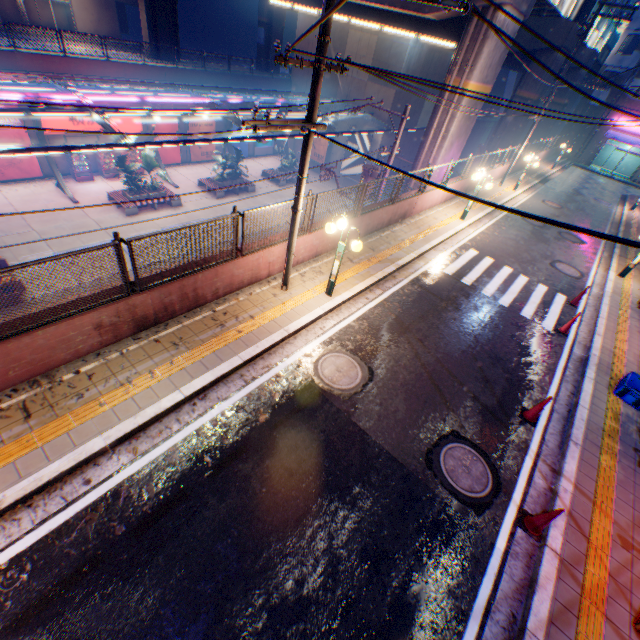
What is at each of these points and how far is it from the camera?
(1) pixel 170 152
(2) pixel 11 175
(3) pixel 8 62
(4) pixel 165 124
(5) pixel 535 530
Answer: (1) billboard, 27.70m
(2) billboard, 21.05m
(3) concrete block, 18.39m
(4) billboard, 26.17m
(5) road cone, 5.64m

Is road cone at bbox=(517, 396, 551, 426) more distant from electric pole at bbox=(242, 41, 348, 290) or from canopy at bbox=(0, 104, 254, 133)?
canopy at bbox=(0, 104, 254, 133)

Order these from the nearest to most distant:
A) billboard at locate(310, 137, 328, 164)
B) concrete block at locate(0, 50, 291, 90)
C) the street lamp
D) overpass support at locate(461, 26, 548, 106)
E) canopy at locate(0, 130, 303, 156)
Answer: the street lamp < canopy at locate(0, 130, 303, 156) < overpass support at locate(461, 26, 548, 106) < concrete block at locate(0, 50, 291, 90) < billboard at locate(310, 137, 328, 164)

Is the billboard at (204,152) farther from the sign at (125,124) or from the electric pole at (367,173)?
the electric pole at (367,173)

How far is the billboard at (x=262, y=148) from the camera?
34.0 meters

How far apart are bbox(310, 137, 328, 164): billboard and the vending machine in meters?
19.9 m

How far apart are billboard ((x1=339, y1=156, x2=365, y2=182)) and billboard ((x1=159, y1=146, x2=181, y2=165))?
14.9 meters

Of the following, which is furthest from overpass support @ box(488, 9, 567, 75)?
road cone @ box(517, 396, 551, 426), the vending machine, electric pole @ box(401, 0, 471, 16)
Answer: road cone @ box(517, 396, 551, 426)
